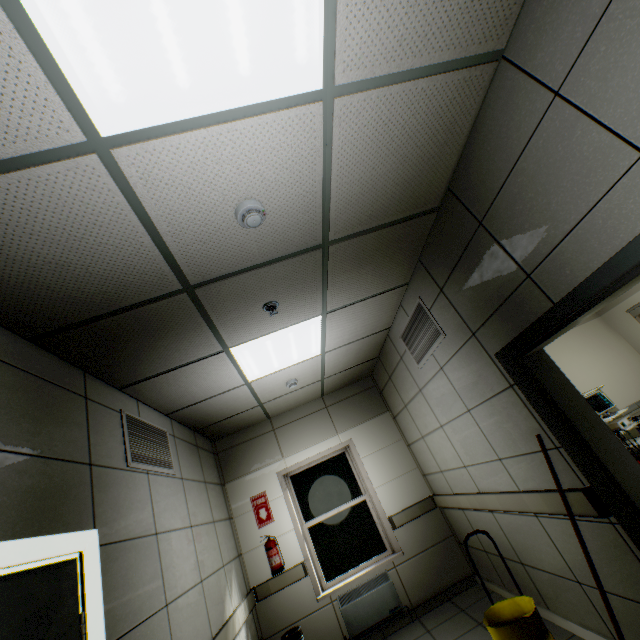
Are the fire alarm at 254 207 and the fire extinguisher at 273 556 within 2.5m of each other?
no

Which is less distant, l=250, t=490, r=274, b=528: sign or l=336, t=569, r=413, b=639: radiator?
l=336, t=569, r=413, b=639: radiator

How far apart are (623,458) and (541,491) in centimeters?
75cm

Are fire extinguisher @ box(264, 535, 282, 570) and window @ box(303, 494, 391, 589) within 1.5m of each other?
yes

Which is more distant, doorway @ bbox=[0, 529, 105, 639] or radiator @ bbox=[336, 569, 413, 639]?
radiator @ bbox=[336, 569, 413, 639]

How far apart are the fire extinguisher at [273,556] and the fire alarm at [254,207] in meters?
4.6 m

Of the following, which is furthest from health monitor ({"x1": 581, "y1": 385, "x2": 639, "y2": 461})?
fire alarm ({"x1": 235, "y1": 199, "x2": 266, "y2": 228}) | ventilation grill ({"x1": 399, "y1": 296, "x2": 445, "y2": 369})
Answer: fire alarm ({"x1": 235, "y1": 199, "x2": 266, "y2": 228})

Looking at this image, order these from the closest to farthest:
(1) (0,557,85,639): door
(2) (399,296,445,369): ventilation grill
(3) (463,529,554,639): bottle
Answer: (1) (0,557,85,639): door
(3) (463,529,554,639): bottle
(2) (399,296,445,369): ventilation grill
